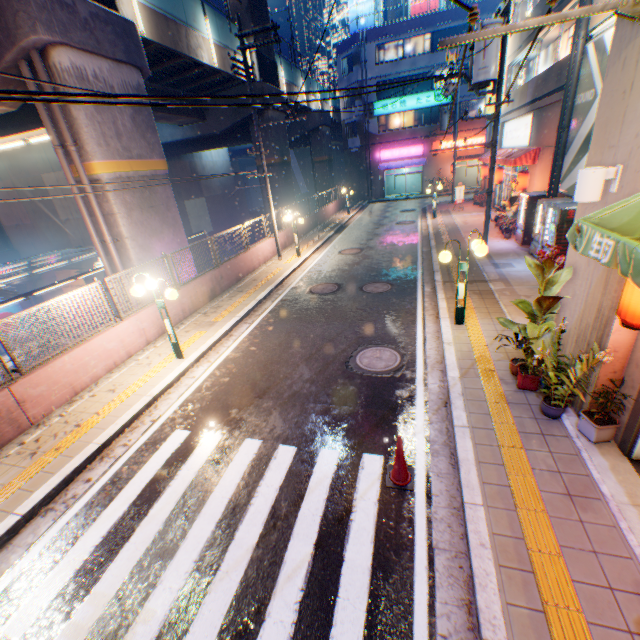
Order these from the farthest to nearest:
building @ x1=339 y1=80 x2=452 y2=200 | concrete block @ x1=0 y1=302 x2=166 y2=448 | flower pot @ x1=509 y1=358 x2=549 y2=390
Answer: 1. building @ x1=339 y1=80 x2=452 y2=200
2. concrete block @ x1=0 y1=302 x2=166 y2=448
3. flower pot @ x1=509 y1=358 x2=549 y2=390

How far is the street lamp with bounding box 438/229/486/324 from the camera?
7.2m

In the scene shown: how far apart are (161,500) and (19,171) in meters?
28.7

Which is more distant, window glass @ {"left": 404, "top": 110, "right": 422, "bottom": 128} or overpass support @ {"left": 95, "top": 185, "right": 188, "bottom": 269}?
window glass @ {"left": 404, "top": 110, "right": 422, "bottom": 128}

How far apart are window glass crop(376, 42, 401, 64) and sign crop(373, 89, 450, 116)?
3.0m

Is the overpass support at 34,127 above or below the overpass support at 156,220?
above

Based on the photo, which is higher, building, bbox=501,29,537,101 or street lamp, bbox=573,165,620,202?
building, bbox=501,29,537,101

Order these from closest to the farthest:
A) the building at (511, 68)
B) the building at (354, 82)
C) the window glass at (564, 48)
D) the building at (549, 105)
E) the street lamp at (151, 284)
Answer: the street lamp at (151, 284) → the building at (549, 105) → the window glass at (564, 48) → the building at (511, 68) → the building at (354, 82)
